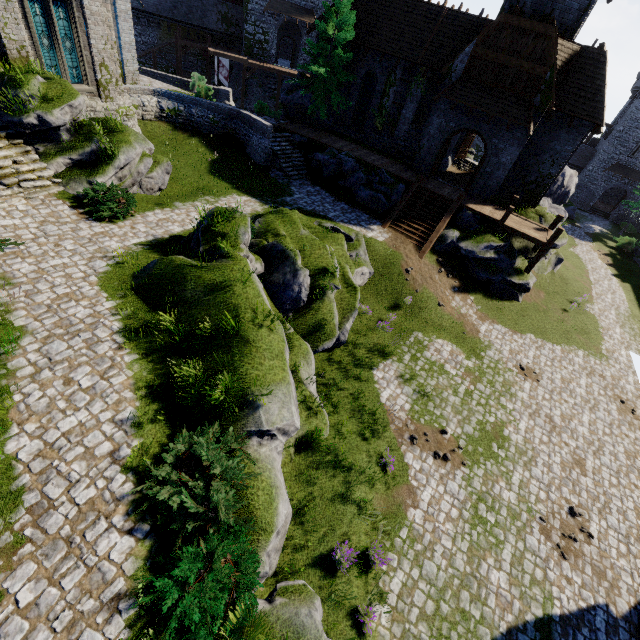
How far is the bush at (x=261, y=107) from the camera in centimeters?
2775cm

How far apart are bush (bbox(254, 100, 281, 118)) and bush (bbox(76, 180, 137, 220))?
18.4m

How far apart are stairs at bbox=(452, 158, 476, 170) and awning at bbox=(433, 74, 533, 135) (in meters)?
11.11

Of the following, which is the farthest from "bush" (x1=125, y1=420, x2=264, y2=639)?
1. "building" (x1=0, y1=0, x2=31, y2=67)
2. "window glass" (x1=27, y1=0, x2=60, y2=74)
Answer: "window glass" (x1=27, y1=0, x2=60, y2=74)

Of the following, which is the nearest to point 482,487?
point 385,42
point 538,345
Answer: point 538,345

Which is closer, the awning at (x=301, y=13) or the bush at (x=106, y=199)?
the bush at (x=106, y=199)

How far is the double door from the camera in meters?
20.2 m

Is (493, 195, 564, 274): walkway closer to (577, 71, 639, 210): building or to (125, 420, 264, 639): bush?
(125, 420, 264, 639): bush
